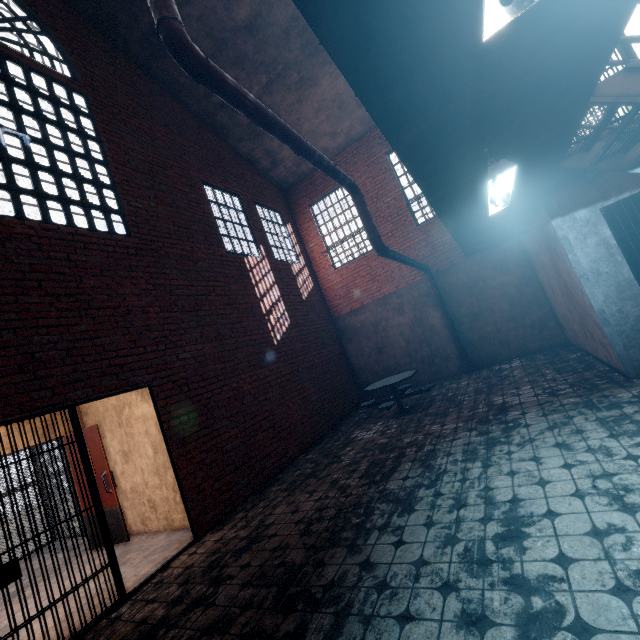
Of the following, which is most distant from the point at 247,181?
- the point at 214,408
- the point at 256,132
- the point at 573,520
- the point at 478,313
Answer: the point at 573,520

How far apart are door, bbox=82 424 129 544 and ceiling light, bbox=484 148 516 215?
7.2 meters

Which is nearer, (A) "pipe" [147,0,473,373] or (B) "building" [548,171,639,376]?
(A) "pipe" [147,0,473,373]

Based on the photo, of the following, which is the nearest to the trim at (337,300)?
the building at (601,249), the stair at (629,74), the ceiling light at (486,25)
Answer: the building at (601,249)

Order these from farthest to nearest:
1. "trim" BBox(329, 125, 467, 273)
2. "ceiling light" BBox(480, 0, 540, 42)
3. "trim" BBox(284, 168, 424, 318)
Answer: "trim" BBox(284, 168, 424, 318), "trim" BBox(329, 125, 467, 273), "ceiling light" BBox(480, 0, 540, 42)

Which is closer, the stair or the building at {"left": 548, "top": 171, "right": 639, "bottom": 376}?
the stair

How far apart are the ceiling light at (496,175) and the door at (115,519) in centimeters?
719cm

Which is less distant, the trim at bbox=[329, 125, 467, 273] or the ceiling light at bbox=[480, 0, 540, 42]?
the ceiling light at bbox=[480, 0, 540, 42]
